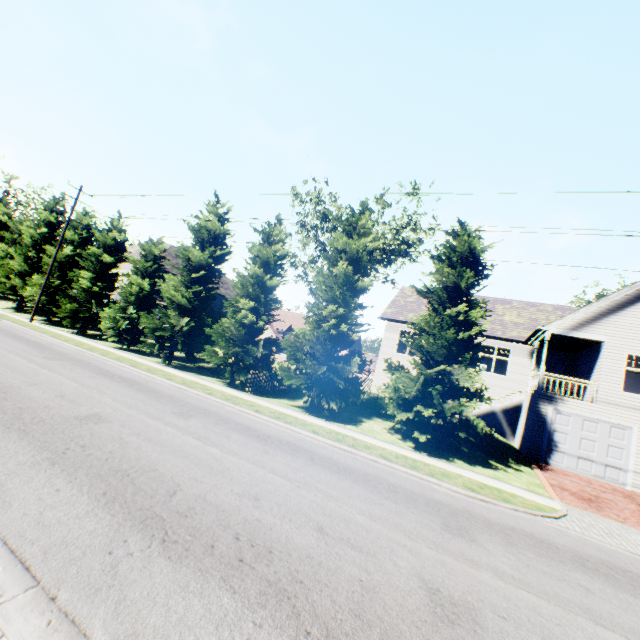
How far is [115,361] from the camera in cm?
1659

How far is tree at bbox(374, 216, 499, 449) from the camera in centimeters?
1332cm

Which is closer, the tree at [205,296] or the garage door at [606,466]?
the garage door at [606,466]

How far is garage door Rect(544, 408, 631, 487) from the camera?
15.1m

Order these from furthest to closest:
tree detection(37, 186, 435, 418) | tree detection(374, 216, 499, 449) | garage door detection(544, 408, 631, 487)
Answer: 1. tree detection(37, 186, 435, 418)
2. garage door detection(544, 408, 631, 487)
3. tree detection(374, 216, 499, 449)

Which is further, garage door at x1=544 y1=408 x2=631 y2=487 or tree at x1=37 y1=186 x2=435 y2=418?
tree at x1=37 y1=186 x2=435 y2=418

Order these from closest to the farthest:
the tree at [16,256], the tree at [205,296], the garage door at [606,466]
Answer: the garage door at [606,466] → the tree at [205,296] → the tree at [16,256]
